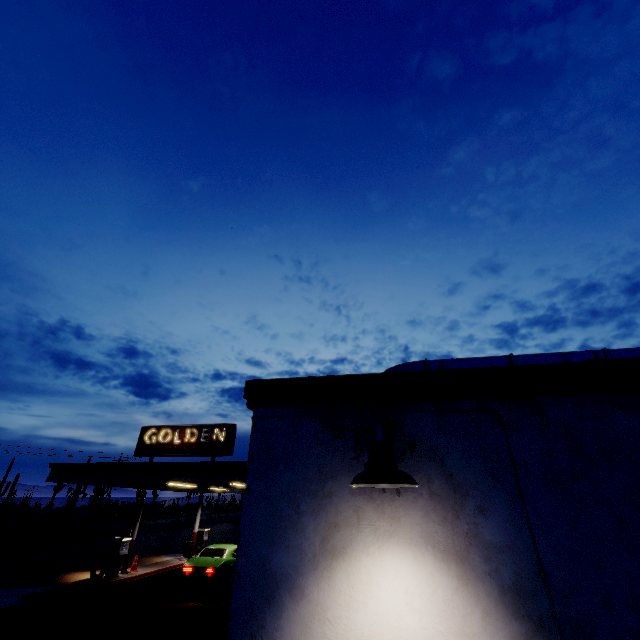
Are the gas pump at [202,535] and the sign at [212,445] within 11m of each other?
yes

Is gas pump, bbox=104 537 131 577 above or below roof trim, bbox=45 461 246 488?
below

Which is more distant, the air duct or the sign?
the sign

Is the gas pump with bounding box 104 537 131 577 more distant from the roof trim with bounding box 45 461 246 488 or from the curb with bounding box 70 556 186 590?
the roof trim with bounding box 45 461 246 488

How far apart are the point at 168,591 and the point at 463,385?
17.1 meters

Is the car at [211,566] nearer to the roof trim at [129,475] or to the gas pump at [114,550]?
the gas pump at [114,550]

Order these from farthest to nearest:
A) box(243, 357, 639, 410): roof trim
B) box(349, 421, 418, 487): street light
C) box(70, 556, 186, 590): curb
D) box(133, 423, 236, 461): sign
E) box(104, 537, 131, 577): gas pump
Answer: box(133, 423, 236, 461): sign → box(104, 537, 131, 577): gas pump → box(70, 556, 186, 590): curb → box(243, 357, 639, 410): roof trim → box(349, 421, 418, 487): street light

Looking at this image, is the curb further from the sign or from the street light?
the street light
